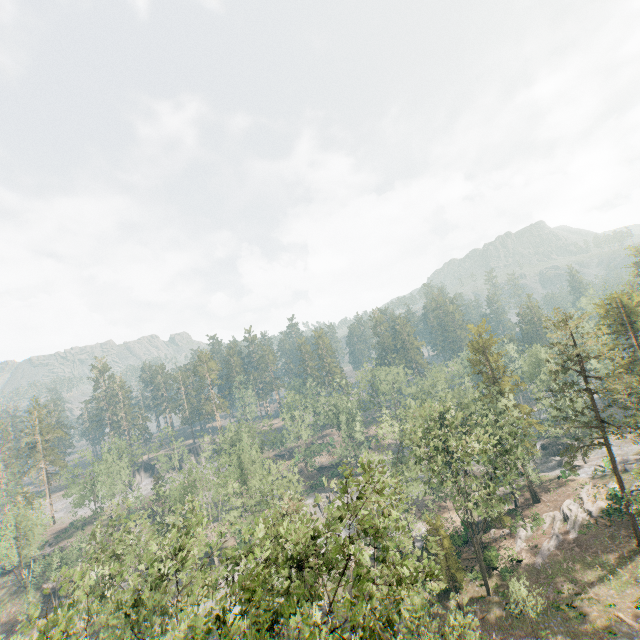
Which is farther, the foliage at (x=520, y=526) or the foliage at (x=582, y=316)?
the foliage at (x=582, y=316)

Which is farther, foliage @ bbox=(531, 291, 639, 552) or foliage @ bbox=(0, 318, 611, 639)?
foliage @ bbox=(531, 291, 639, 552)

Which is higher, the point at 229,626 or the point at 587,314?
the point at 587,314
